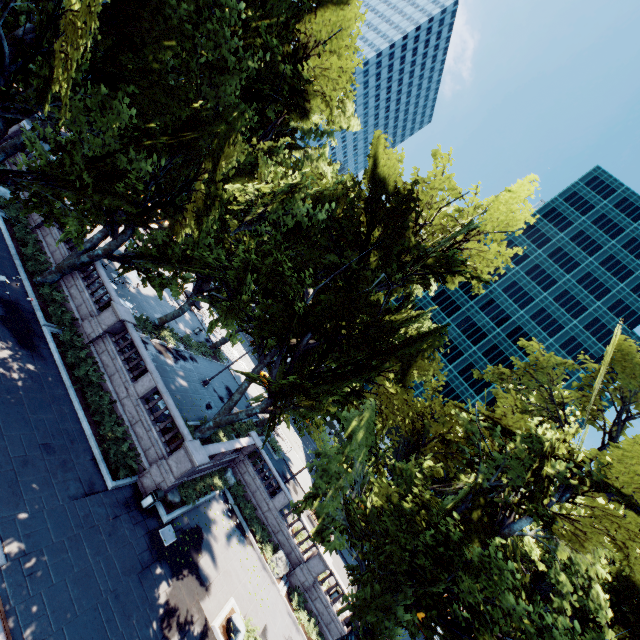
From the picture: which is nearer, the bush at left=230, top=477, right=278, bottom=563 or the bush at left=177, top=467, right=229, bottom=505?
the bush at left=177, top=467, right=229, bottom=505

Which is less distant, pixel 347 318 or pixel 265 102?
pixel 347 318

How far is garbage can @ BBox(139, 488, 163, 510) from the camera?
15.80m

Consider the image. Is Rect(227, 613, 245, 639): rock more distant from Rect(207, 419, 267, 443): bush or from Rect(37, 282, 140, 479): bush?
Rect(207, 419, 267, 443): bush

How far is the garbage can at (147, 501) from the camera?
15.80m

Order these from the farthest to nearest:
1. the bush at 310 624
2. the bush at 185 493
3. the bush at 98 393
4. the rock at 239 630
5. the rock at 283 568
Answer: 1. the rock at 283 568
2. the bush at 310 624
3. the bush at 185 493
4. the bush at 98 393
5. the rock at 239 630

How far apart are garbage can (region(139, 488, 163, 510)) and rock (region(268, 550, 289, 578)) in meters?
10.9 m

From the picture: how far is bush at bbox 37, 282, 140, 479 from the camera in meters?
16.2 m
